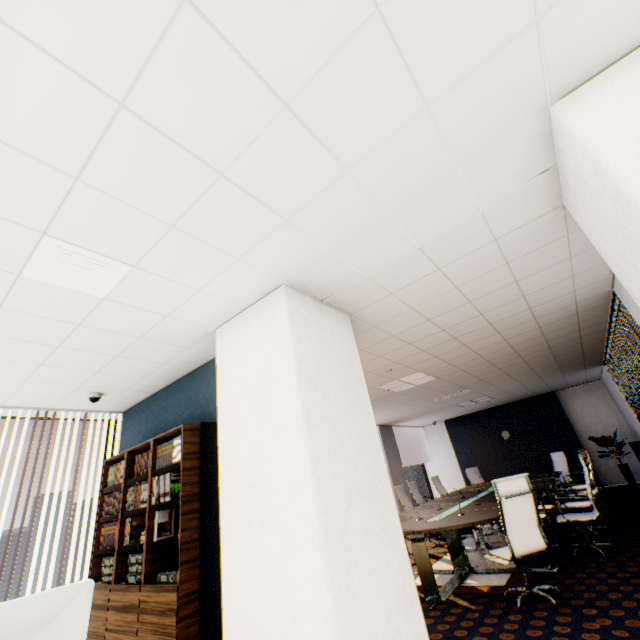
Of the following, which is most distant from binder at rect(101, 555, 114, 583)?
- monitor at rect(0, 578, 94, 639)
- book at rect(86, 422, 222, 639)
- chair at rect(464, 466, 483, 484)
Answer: chair at rect(464, 466, 483, 484)

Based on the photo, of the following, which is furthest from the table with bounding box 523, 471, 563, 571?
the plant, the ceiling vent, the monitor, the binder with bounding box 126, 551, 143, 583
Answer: the ceiling vent

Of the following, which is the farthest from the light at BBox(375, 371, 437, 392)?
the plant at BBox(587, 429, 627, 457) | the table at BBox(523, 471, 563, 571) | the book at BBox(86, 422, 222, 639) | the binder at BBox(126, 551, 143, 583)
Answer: the plant at BBox(587, 429, 627, 457)

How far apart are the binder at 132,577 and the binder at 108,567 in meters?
0.3 m

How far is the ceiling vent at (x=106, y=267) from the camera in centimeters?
199cm

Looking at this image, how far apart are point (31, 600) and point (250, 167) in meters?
2.1 m

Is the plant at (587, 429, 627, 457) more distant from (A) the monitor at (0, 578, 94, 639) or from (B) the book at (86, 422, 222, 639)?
(A) the monitor at (0, 578, 94, 639)

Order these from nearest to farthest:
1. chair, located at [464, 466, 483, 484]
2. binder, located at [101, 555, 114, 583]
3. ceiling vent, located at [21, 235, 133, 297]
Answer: ceiling vent, located at [21, 235, 133, 297], binder, located at [101, 555, 114, 583], chair, located at [464, 466, 483, 484]
